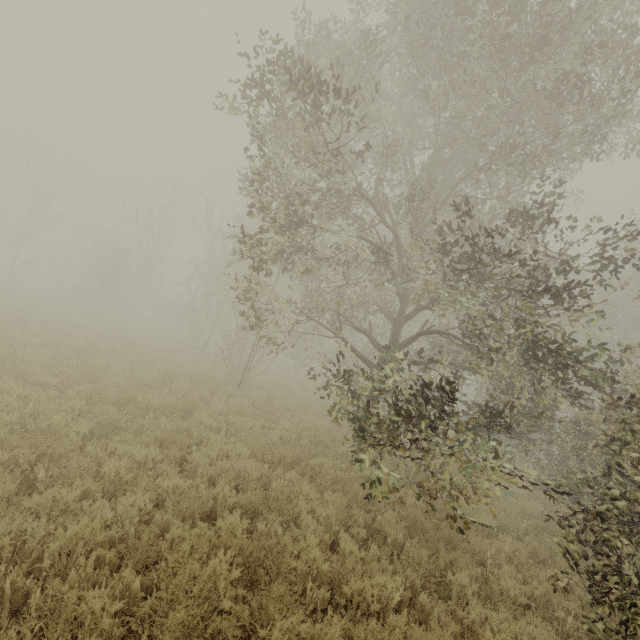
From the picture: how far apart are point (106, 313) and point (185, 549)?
26.7 meters
